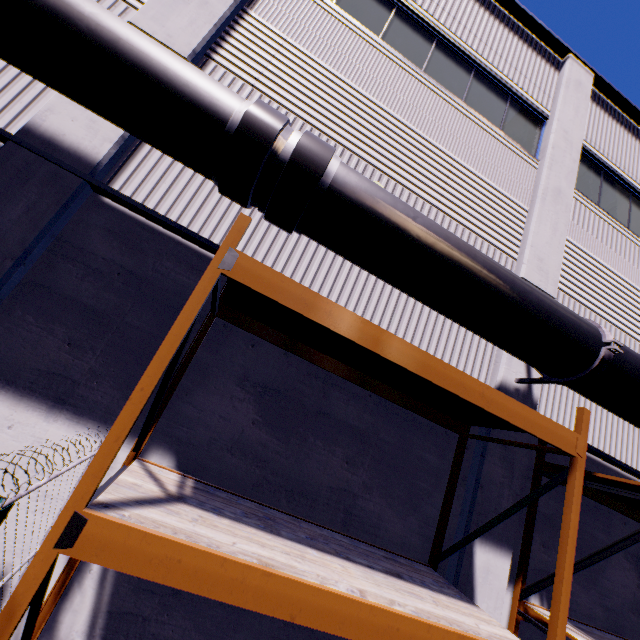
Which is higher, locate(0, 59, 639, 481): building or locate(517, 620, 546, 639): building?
locate(0, 59, 639, 481): building

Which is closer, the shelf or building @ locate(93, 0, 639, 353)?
the shelf

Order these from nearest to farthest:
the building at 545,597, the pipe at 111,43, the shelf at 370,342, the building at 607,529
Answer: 1. the shelf at 370,342
2. the pipe at 111,43
3. the building at 545,597
4. the building at 607,529

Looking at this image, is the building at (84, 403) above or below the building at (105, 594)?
above

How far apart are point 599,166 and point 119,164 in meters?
11.4 m

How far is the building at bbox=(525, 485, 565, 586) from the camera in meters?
5.4
